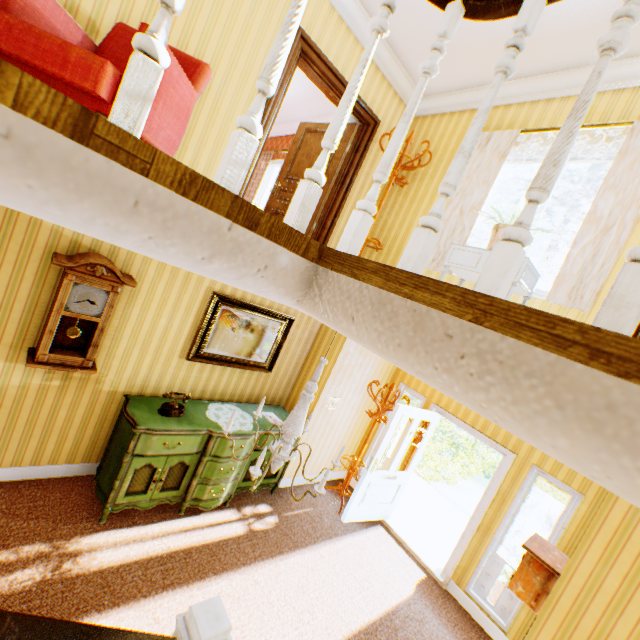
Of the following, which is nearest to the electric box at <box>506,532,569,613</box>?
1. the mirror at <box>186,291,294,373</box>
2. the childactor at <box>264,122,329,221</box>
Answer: the mirror at <box>186,291,294,373</box>

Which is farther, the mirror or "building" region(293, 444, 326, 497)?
"building" region(293, 444, 326, 497)

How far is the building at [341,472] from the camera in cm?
613

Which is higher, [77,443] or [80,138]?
[80,138]

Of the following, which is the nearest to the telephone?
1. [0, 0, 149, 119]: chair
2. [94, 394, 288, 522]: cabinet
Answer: [94, 394, 288, 522]: cabinet

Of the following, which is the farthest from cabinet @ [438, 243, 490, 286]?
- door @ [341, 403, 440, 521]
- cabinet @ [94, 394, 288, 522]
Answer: cabinet @ [94, 394, 288, 522]

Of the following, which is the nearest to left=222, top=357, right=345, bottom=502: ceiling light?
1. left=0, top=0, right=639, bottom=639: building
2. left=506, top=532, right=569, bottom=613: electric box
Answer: left=0, top=0, right=639, bottom=639: building

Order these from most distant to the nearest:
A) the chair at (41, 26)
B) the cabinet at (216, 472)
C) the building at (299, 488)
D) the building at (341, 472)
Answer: the building at (341, 472)
the building at (299, 488)
the cabinet at (216, 472)
the chair at (41, 26)
